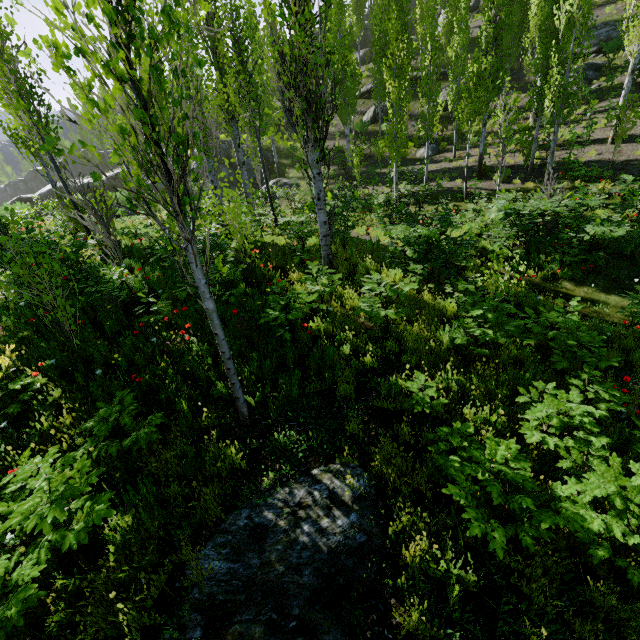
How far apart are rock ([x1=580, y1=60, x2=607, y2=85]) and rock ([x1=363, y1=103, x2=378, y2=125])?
10.7m

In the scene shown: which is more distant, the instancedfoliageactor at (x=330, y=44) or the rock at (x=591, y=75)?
the rock at (x=591, y=75)

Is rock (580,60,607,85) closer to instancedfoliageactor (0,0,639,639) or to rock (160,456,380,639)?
instancedfoliageactor (0,0,639,639)

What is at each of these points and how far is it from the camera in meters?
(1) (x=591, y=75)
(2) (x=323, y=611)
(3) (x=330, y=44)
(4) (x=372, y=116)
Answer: (1) rock, 20.9
(2) rock, 2.8
(3) instancedfoliageactor, 5.2
(4) rock, 28.6

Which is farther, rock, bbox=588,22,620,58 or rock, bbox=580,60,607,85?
rock, bbox=588,22,620,58

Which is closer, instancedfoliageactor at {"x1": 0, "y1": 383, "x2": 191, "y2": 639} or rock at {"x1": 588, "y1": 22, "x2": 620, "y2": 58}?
instancedfoliageactor at {"x1": 0, "y1": 383, "x2": 191, "y2": 639}

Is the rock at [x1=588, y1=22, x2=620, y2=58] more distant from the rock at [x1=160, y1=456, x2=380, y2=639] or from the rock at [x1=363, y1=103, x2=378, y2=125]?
the rock at [x1=160, y1=456, x2=380, y2=639]

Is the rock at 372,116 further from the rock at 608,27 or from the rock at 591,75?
the rock at 591,75
